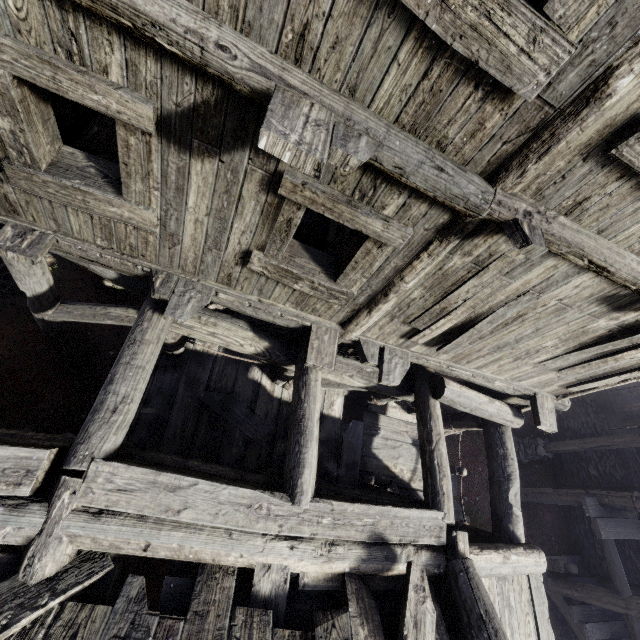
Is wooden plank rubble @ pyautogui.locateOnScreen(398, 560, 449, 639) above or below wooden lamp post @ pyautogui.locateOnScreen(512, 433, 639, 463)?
above

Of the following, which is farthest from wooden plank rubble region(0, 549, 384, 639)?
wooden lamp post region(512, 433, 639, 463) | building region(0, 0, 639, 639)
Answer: wooden lamp post region(512, 433, 639, 463)

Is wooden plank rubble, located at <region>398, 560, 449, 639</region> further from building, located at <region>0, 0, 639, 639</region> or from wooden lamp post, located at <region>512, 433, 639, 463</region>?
wooden lamp post, located at <region>512, 433, 639, 463</region>

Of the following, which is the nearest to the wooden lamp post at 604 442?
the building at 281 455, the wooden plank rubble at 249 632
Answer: the building at 281 455

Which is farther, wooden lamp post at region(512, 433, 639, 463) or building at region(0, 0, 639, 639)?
wooden lamp post at region(512, 433, 639, 463)

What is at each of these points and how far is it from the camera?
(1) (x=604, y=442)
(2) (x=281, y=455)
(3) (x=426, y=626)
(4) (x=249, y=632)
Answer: (1) wooden lamp post, 9.3 meters
(2) building, 6.6 meters
(3) wooden plank rubble, 3.3 meters
(4) wooden plank rubble, 2.9 meters
